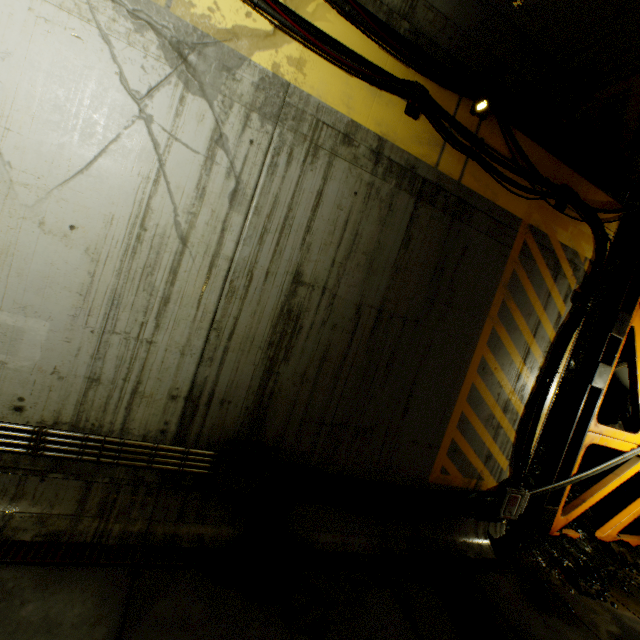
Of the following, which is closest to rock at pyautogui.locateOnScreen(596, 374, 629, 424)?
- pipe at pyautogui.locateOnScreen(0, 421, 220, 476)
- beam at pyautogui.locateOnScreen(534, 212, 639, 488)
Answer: beam at pyautogui.locateOnScreen(534, 212, 639, 488)

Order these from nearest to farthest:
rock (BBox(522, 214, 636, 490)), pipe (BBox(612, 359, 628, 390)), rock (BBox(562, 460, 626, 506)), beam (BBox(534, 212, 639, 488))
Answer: beam (BBox(534, 212, 639, 488)) < rock (BBox(522, 214, 636, 490)) < rock (BBox(562, 460, 626, 506)) < pipe (BBox(612, 359, 628, 390))

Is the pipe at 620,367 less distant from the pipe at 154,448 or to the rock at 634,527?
the rock at 634,527

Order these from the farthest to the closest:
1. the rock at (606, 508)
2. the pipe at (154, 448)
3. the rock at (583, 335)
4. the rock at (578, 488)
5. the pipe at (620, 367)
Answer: the pipe at (620, 367)
the rock at (578, 488)
the rock at (583, 335)
the rock at (606, 508)
the pipe at (154, 448)

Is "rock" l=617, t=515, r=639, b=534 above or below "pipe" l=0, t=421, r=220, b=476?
below

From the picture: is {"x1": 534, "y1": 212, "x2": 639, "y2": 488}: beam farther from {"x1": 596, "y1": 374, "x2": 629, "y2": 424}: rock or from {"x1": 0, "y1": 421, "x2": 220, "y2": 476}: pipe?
{"x1": 0, "y1": 421, "x2": 220, "y2": 476}: pipe

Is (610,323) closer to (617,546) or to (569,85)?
(569,85)
